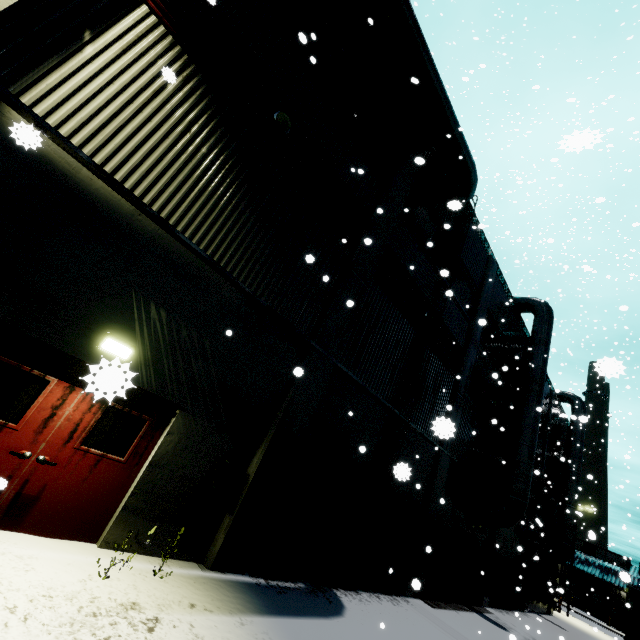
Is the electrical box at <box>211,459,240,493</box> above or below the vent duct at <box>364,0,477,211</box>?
below

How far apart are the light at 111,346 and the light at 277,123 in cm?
559

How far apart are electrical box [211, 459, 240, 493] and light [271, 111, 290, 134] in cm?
722

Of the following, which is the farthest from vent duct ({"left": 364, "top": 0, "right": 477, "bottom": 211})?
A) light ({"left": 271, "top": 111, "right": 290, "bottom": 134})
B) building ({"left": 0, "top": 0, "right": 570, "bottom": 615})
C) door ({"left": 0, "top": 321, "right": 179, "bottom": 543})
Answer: light ({"left": 271, "top": 111, "right": 290, "bottom": 134})

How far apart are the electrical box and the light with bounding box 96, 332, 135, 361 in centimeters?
278cm

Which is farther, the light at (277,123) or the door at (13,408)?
the light at (277,123)

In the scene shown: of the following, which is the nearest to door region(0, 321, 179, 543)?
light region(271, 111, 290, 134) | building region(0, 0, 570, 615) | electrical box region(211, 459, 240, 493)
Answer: building region(0, 0, 570, 615)

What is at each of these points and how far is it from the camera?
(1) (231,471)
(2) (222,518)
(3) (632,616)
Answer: (1) electrical box, 6.4m
(2) building, 6.4m
(3) semi trailer, 15.6m
